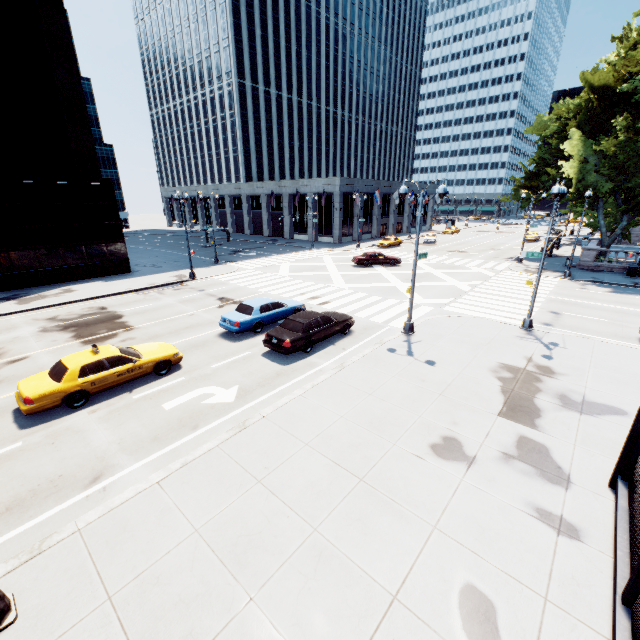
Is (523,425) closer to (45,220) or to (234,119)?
(45,220)

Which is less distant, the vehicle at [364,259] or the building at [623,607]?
the building at [623,607]

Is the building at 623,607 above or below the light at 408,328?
above

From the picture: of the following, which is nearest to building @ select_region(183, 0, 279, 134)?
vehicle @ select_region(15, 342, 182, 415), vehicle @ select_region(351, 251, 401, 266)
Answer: vehicle @ select_region(351, 251, 401, 266)

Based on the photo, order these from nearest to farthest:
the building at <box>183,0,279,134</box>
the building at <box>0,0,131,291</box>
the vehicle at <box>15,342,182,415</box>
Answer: the vehicle at <box>15,342,182,415</box> → the building at <box>0,0,131,291</box> → the building at <box>183,0,279,134</box>

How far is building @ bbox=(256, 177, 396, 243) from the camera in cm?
5016

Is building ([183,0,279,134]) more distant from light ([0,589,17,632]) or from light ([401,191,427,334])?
light ([0,589,17,632])

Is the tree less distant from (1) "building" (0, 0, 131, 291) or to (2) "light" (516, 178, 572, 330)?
(2) "light" (516, 178, 572, 330)
